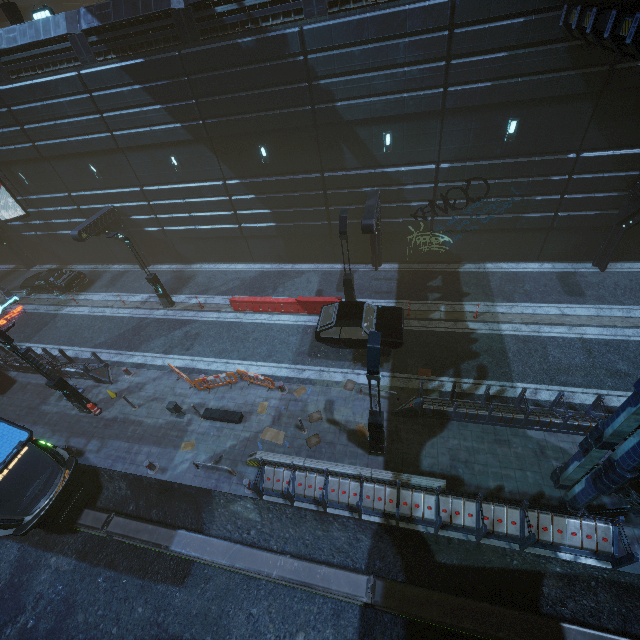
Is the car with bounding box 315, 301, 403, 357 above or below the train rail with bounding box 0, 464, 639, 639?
above

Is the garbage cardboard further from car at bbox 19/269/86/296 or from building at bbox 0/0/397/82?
car at bbox 19/269/86/296

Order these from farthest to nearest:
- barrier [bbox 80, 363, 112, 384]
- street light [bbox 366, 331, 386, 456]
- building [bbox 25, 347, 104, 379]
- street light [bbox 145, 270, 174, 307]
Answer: street light [bbox 145, 270, 174, 307] < building [bbox 25, 347, 104, 379] < barrier [bbox 80, 363, 112, 384] < street light [bbox 366, 331, 386, 456]

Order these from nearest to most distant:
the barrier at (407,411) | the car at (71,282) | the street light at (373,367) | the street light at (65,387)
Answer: the street light at (373,367) < the barrier at (407,411) < the street light at (65,387) < the car at (71,282)

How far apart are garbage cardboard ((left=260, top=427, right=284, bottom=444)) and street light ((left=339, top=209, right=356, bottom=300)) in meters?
7.3

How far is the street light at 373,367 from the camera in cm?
874

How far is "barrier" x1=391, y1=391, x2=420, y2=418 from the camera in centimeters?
1223cm

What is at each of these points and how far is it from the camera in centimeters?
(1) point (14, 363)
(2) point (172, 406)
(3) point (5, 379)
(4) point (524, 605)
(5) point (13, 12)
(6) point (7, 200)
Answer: (1) building, 1809cm
(2) trash bin, 1401cm
(3) sm, 1748cm
(4) train rail, 943cm
(5) street light, 1756cm
(6) building, 2372cm
